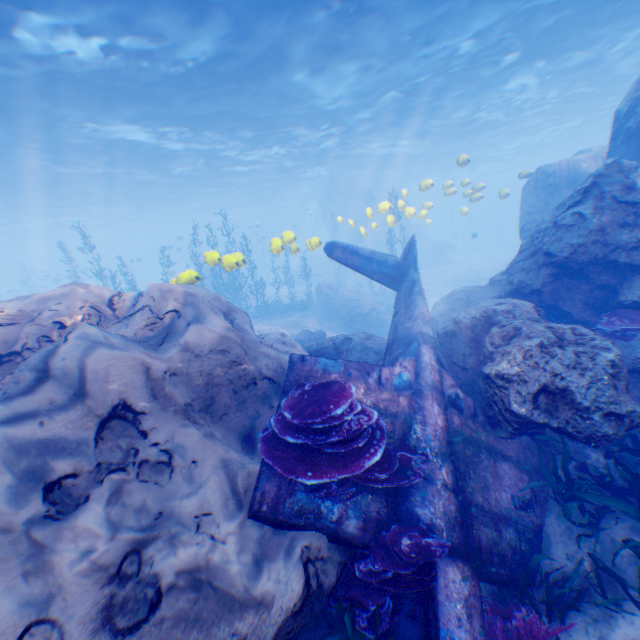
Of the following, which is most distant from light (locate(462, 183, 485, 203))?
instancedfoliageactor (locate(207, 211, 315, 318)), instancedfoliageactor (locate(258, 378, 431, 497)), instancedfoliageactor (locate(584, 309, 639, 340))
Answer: instancedfoliageactor (locate(584, 309, 639, 340))

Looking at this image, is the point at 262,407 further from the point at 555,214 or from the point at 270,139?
the point at 270,139

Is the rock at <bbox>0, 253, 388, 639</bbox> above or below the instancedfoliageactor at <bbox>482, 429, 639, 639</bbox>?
above

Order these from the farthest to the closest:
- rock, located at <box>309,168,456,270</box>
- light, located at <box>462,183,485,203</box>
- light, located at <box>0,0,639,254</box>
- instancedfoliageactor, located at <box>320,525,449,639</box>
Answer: rock, located at <box>309,168,456,270</box> → light, located at <box>462,183,485,203</box> → light, located at <box>0,0,639,254</box> → instancedfoliageactor, located at <box>320,525,449,639</box>

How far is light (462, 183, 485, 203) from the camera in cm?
1714

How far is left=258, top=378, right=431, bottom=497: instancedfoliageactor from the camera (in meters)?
4.05

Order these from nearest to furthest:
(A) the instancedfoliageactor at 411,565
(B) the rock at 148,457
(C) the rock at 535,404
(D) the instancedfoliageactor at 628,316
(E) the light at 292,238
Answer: (B) the rock at 148,457, (A) the instancedfoliageactor at 411,565, (C) the rock at 535,404, (D) the instancedfoliageactor at 628,316, (E) the light at 292,238

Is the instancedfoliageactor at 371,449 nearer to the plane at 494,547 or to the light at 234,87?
the plane at 494,547
